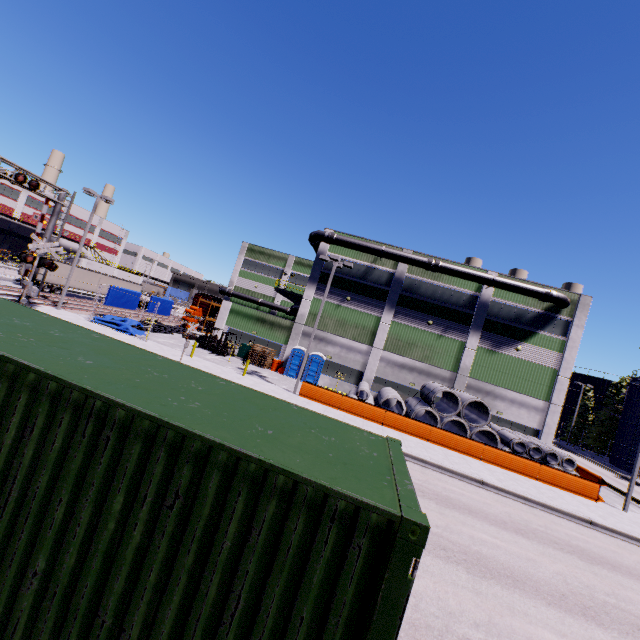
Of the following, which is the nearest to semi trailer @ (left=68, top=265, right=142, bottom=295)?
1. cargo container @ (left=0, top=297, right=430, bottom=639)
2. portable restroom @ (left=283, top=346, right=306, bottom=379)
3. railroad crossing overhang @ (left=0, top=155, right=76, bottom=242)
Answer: cargo container @ (left=0, top=297, right=430, bottom=639)

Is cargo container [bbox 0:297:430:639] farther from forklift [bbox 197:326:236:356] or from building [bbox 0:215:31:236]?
forklift [bbox 197:326:236:356]

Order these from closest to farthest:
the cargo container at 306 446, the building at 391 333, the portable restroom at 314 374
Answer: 1. the cargo container at 306 446
2. the building at 391 333
3. the portable restroom at 314 374

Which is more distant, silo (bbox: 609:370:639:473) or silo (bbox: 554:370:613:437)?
silo (bbox: 554:370:613:437)

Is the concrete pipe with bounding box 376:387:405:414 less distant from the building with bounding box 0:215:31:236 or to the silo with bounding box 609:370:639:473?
the building with bounding box 0:215:31:236

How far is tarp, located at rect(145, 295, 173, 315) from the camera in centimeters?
3500cm

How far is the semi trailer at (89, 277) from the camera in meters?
39.6

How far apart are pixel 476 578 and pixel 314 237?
27.8m
